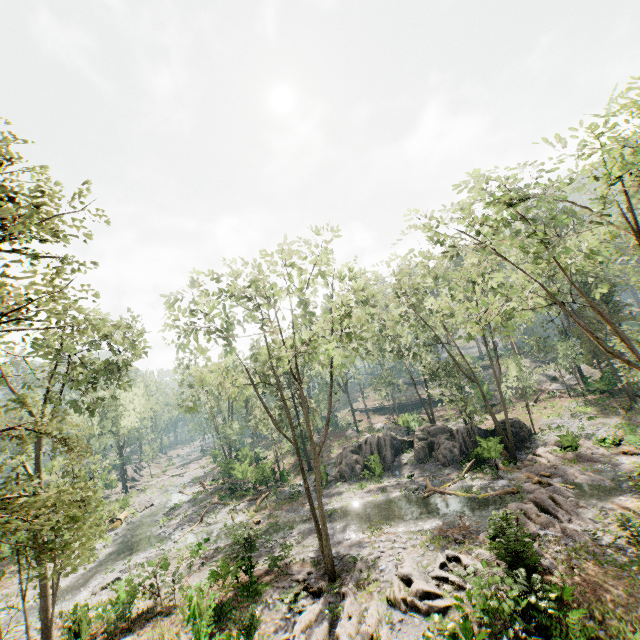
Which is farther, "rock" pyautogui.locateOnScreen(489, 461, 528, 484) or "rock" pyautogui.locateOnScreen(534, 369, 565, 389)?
"rock" pyautogui.locateOnScreen(534, 369, 565, 389)

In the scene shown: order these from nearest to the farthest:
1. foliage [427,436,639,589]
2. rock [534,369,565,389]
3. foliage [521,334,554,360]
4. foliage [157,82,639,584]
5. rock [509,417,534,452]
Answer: foliage [427,436,639,589]
foliage [157,82,639,584]
rock [509,417,534,452]
foliage [521,334,554,360]
rock [534,369,565,389]

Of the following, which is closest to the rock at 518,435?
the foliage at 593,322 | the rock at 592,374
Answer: the foliage at 593,322

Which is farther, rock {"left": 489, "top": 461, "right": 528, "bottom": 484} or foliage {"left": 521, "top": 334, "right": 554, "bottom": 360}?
foliage {"left": 521, "top": 334, "right": 554, "bottom": 360}

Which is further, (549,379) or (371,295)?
(549,379)

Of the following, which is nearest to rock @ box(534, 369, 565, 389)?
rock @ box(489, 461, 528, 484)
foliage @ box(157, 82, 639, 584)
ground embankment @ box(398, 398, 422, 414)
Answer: foliage @ box(157, 82, 639, 584)

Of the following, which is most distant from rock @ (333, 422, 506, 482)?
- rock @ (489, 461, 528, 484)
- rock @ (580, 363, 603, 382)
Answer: rock @ (580, 363, 603, 382)

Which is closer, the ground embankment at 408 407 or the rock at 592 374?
the rock at 592 374
